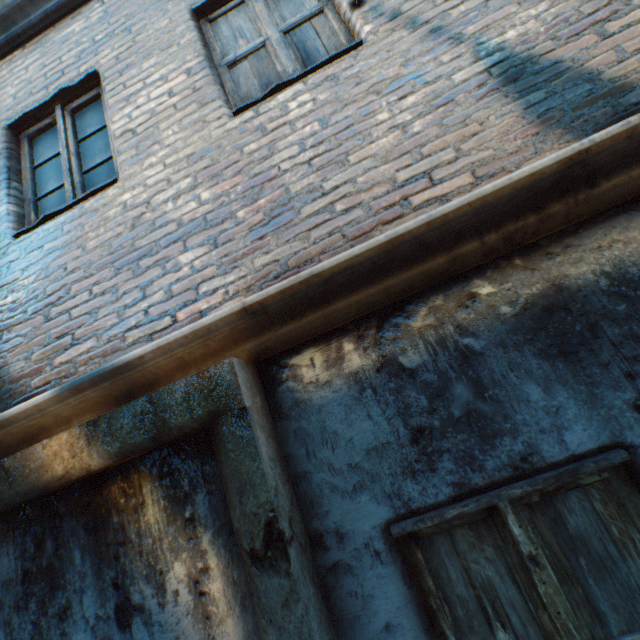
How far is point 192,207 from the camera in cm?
214
